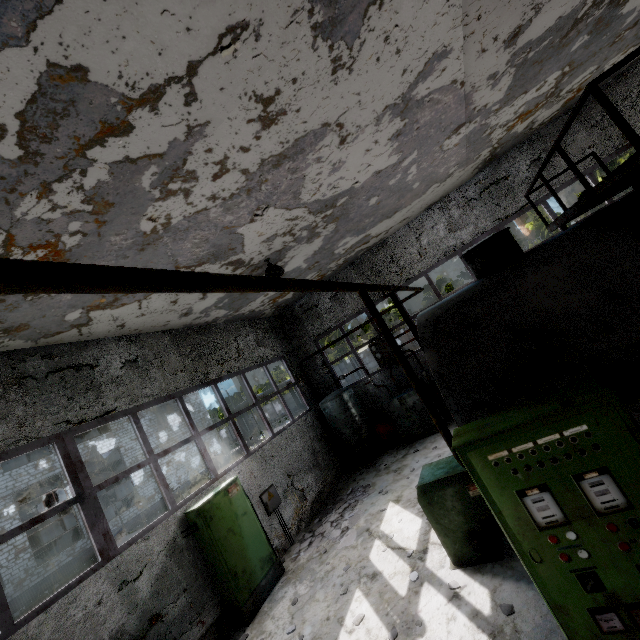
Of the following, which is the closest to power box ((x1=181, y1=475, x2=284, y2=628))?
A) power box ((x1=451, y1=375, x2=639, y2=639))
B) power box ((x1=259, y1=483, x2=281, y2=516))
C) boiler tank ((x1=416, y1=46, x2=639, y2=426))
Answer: power box ((x1=259, y1=483, x2=281, y2=516))

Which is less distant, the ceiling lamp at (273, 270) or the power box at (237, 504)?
the power box at (237, 504)

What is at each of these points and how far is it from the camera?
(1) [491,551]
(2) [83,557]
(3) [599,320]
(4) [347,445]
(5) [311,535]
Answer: (1) boiler tank, 4.82m
(2) pipe, 19.69m
(3) boiler tank, 3.11m
(4) boiler group, 11.91m
(5) concrete debris, 8.68m

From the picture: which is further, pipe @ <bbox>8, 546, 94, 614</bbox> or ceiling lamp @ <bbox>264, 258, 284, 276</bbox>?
pipe @ <bbox>8, 546, 94, 614</bbox>

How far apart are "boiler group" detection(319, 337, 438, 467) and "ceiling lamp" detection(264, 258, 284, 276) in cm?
521

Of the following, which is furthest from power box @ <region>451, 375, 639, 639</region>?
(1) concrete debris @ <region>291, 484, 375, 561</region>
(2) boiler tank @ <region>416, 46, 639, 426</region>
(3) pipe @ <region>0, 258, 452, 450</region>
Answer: (3) pipe @ <region>0, 258, 452, 450</region>

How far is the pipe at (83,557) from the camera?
16.89m

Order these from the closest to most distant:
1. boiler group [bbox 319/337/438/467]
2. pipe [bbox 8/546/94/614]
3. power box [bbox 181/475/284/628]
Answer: power box [bbox 181/475/284/628], boiler group [bbox 319/337/438/467], pipe [bbox 8/546/94/614]
